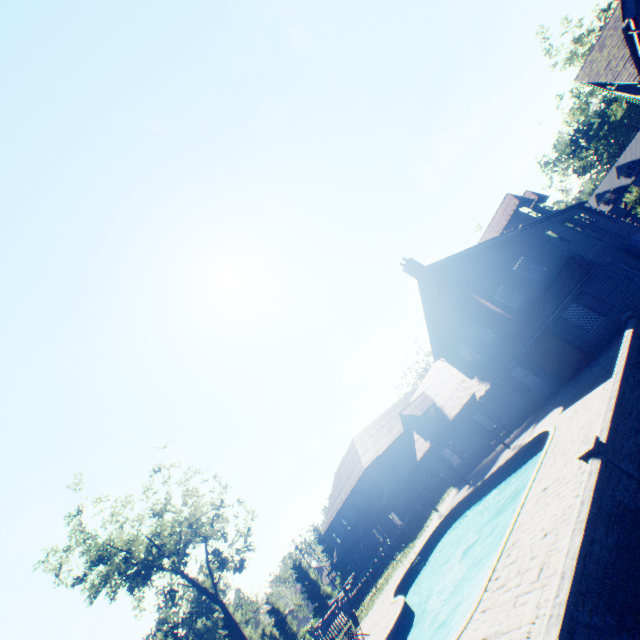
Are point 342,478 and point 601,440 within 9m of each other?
no

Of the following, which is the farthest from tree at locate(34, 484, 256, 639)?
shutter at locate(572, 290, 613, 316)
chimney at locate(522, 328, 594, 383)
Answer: shutter at locate(572, 290, 613, 316)

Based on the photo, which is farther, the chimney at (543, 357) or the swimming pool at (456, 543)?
the chimney at (543, 357)

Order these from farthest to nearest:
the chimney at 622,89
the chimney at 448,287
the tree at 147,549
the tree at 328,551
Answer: the tree at 328,551, the tree at 147,549, the chimney at 622,89, the chimney at 448,287

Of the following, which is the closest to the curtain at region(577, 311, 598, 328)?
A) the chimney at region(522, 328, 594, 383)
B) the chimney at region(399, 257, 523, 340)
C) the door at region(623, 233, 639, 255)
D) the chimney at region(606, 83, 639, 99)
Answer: the chimney at region(522, 328, 594, 383)

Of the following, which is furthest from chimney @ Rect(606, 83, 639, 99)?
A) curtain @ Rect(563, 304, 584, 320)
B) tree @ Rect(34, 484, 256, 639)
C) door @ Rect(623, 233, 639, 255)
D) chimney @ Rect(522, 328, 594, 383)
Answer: chimney @ Rect(522, 328, 594, 383)

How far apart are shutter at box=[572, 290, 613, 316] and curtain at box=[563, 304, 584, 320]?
0.2m

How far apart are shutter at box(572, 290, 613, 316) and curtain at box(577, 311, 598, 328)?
0.2m
